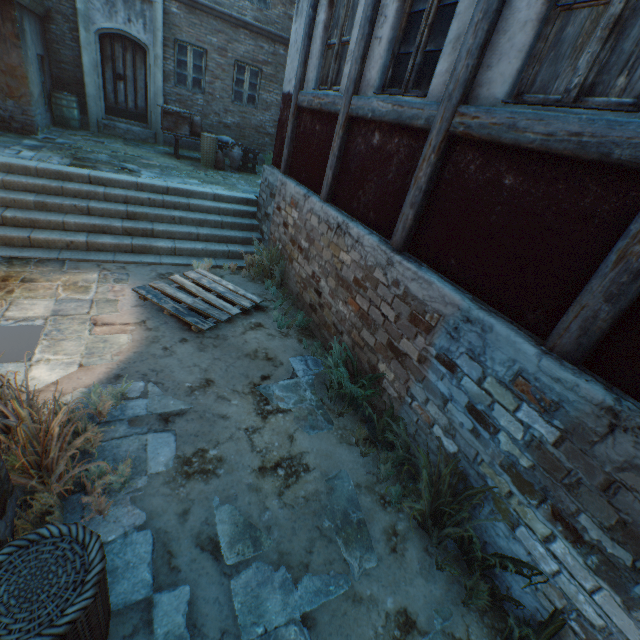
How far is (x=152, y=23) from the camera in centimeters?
1014cm

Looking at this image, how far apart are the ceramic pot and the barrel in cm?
480

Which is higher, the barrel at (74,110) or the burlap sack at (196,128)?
the burlap sack at (196,128)

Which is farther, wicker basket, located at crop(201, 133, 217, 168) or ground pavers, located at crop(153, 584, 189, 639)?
wicker basket, located at crop(201, 133, 217, 168)

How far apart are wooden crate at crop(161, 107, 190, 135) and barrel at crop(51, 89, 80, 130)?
2.7 meters

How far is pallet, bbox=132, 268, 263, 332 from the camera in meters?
4.9 m

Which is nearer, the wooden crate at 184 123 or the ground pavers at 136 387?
the ground pavers at 136 387

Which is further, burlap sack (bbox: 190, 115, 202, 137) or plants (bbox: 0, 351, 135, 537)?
burlap sack (bbox: 190, 115, 202, 137)
